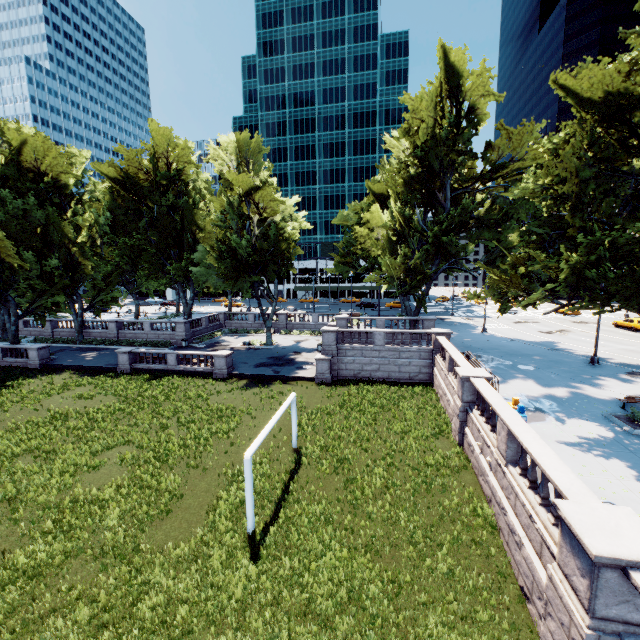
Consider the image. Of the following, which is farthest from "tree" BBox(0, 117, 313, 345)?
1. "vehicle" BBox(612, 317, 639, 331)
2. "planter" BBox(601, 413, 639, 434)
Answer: "vehicle" BBox(612, 317, 639, 331)

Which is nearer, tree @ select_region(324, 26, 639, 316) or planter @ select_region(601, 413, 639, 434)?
tree @ select_region(324, 26, 639, 316)

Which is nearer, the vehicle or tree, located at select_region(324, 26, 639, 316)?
tree, located at select_region(324, 26, 639, 316)

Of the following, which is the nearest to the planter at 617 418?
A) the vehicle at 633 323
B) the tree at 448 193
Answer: the tree at 448 193

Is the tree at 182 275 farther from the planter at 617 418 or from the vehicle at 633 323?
the vehicle at 633 323

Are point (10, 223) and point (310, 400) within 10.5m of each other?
no

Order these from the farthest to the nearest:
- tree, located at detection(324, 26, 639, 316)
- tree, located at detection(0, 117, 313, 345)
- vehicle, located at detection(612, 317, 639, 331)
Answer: vehicle, located at detection(612, 317, 639, 331) < tree, located at detection(0, 117, 313, 345) < tree, located at detection(324, 26, 639, 316)
